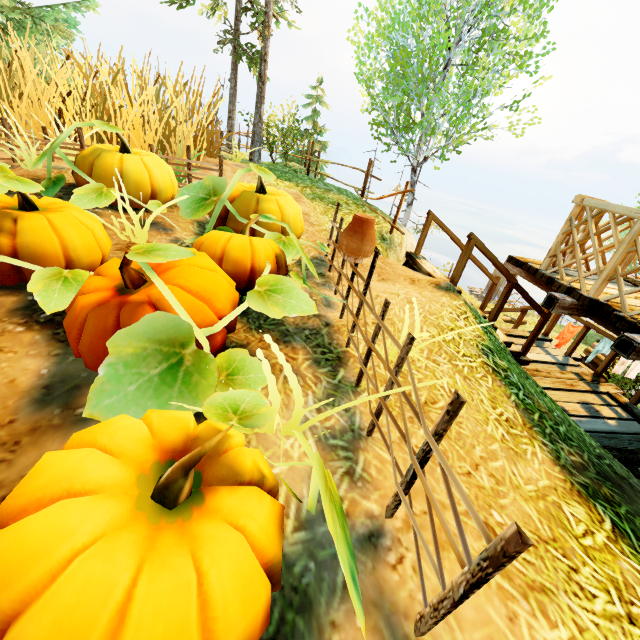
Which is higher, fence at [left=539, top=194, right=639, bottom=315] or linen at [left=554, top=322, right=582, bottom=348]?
fence at [left=539, top=194, right=639, bottom=315]

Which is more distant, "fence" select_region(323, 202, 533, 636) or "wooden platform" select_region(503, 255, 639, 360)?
"wooden platform" select_region(503, 255, 639, 360)

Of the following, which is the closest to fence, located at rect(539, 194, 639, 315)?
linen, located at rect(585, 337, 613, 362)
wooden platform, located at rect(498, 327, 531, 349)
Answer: wooden platform, located at rect(498, 327, 531, 349)

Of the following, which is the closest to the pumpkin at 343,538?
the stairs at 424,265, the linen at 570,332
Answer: the stairs at 424,265

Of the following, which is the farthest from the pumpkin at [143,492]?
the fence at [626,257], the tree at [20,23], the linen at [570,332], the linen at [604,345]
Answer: the linen at [604,345]

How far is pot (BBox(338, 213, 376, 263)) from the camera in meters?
2.8

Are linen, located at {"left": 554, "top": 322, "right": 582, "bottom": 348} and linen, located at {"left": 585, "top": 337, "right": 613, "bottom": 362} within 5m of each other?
yes

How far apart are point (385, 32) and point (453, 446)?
13.42m
